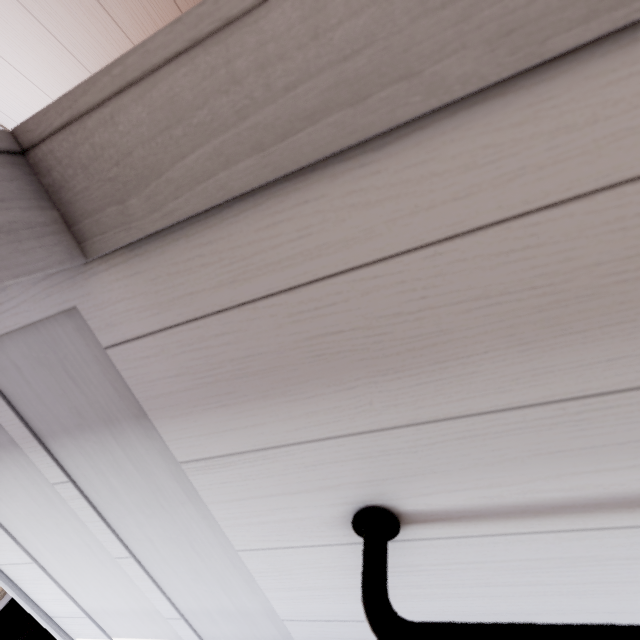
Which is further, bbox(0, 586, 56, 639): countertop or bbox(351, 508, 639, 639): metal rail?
bbox(0, 586, 56, 639): countertop

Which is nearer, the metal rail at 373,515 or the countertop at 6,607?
the metal rail at 373,515

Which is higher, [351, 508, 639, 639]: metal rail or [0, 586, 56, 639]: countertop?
[351, 508, 639, 639]: metal rail

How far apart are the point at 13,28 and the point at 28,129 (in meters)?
1.45

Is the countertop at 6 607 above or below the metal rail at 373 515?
below
